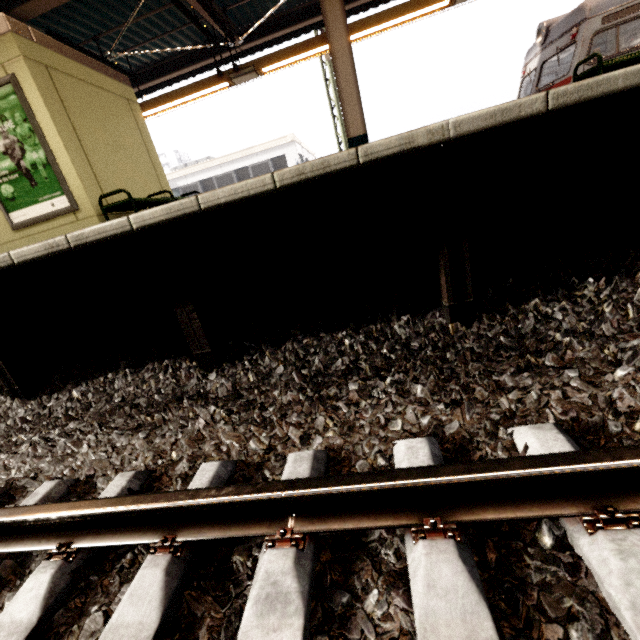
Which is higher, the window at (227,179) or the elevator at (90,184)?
the window at (227,179)

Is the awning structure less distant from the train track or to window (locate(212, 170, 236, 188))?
the train track

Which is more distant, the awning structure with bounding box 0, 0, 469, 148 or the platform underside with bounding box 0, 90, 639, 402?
the awning structure with bounding box 0, 0, 469, 148

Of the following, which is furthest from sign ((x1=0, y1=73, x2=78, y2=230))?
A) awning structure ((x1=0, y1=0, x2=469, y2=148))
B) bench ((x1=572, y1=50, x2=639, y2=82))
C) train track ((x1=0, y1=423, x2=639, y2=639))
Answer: bench ((x1=572, y1=50, x2=639, y2=82))

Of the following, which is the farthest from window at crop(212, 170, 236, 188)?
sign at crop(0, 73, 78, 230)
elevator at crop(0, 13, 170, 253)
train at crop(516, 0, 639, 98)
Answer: sign at crop(0, 73, 78, 230)

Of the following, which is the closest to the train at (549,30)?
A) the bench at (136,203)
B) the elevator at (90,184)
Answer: the bench at (136,203)

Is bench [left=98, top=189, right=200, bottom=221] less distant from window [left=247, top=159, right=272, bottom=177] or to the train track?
the train track

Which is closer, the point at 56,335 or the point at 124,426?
the point at 124,426
